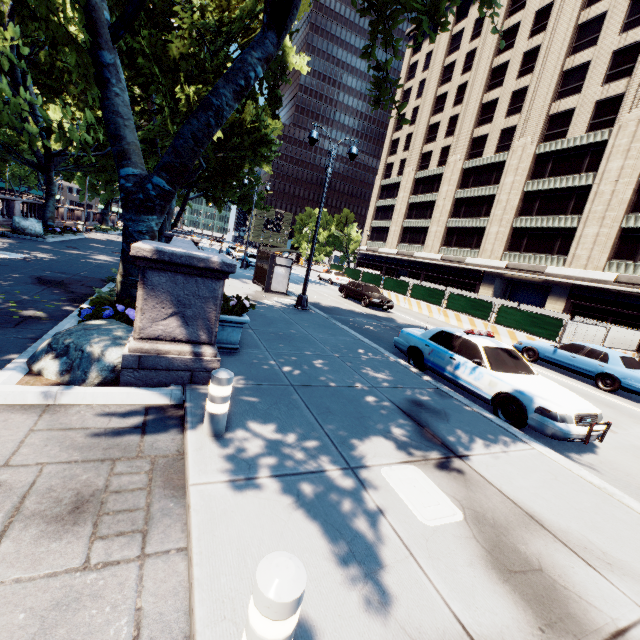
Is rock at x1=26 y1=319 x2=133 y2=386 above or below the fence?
below

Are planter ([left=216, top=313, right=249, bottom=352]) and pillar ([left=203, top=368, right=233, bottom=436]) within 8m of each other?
yes

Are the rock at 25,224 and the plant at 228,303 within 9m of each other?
no

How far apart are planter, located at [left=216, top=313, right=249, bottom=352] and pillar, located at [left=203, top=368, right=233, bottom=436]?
2.8m

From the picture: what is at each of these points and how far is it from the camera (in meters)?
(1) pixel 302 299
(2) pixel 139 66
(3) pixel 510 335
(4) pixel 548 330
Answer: (1) light, 14.34
(2) tree, 17.34
(3) concrete barrier, 18.38
(4) fence, 16.62

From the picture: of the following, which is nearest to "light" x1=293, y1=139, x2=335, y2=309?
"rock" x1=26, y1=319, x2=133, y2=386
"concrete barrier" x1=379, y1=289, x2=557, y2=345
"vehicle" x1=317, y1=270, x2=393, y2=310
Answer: "vehicle" x1=317, y1=270, x2=393, y2=310

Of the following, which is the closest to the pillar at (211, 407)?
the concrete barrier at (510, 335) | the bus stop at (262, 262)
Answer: the bus stop at (262, 262)

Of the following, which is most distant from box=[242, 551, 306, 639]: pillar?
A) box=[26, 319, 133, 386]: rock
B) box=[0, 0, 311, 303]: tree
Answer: box=[0, 0, 311, 303]: tree
